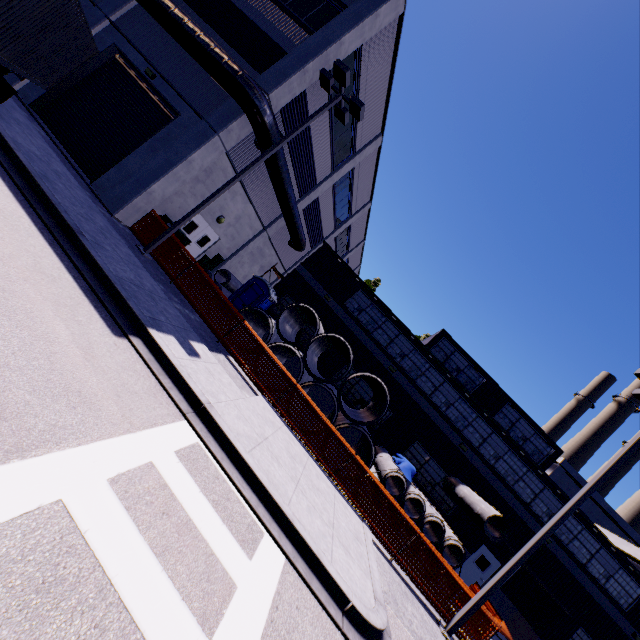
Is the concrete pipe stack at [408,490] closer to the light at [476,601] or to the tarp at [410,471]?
the tarp at [410,471]

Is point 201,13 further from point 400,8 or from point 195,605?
point 195,605

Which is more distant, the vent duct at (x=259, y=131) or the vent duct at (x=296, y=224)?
the vent duct at (x=296, y=224)

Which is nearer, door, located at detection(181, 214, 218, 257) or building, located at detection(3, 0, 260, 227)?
building, located at detection(3, 0, 260, 227)

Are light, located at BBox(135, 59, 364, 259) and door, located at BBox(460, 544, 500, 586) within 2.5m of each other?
no

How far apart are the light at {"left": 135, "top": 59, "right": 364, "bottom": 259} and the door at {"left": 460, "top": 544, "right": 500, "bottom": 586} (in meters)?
23.54

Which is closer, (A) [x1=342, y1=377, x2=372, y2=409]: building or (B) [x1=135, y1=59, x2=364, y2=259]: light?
(B) [x1=135, y1=59, x2=364, y2=259]: light

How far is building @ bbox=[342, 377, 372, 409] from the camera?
19.5 meters
